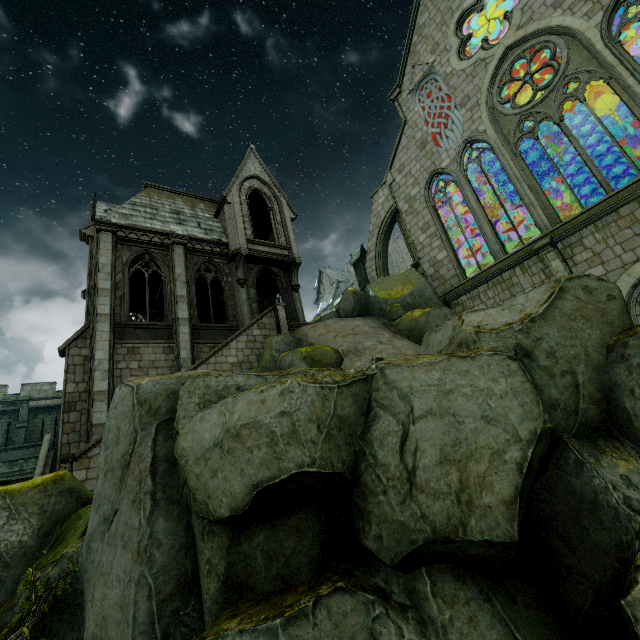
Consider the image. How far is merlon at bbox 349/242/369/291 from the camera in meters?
22.3

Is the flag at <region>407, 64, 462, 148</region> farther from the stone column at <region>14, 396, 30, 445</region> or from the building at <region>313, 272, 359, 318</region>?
the stone column at <region>14, 396, 30, 445</region>

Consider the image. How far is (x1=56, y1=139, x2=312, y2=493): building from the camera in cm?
1293

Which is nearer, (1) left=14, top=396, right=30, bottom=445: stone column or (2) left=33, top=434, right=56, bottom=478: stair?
(2) left=33, top=434, right=56, bottom=478: stair

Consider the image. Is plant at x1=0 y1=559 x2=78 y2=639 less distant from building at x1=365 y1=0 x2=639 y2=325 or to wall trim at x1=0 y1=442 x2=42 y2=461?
building at x1=365 y1=0 x2=639 y2=325

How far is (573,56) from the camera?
13.2 meters

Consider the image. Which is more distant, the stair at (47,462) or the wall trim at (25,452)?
the wall trim at (25,452)

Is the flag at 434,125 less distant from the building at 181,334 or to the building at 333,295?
the building at 181,334
